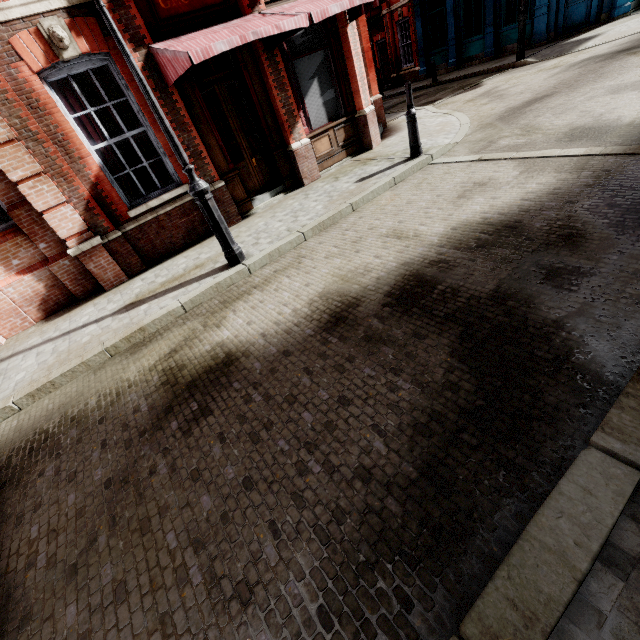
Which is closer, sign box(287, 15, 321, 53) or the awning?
the awning

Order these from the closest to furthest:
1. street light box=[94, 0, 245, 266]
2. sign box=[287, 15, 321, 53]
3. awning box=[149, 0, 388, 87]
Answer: street light box=[94, 0, 245, 266]
awning box=[149, 0, 388, 87]
sign box=[287, 15, 321, 53]

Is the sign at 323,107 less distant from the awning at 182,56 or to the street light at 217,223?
the awning at 182,56

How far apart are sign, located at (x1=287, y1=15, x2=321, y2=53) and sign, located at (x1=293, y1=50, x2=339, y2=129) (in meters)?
0.13

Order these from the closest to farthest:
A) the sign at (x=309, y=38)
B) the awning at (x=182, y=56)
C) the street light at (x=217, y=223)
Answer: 1. the street light at (x=217, y=223)
2. the awning at (x=182, y=56)
3. the sign at (x=309, y=38)

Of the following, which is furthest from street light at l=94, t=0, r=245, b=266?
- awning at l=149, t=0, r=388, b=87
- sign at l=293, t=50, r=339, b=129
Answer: sign at l=293, t=50, r=339, b=129

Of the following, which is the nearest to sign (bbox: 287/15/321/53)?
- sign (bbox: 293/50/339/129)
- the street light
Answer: sign (bbox: 293/50/339/129)

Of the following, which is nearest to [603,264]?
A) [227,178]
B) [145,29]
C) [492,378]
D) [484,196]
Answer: [492,378]
